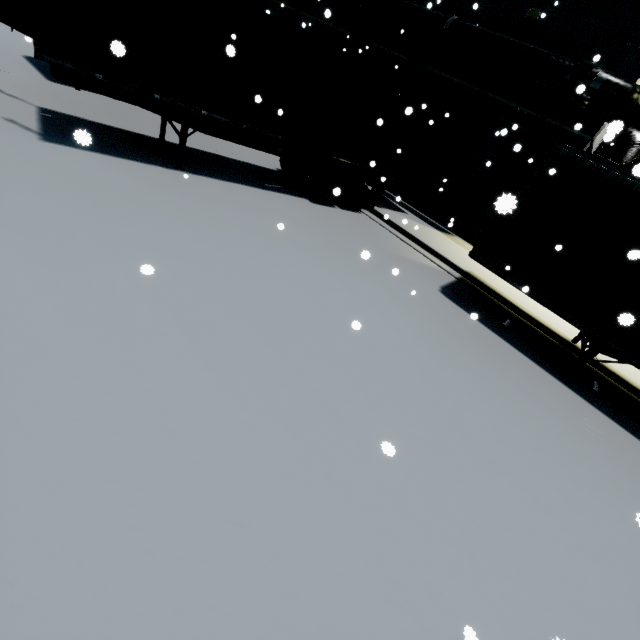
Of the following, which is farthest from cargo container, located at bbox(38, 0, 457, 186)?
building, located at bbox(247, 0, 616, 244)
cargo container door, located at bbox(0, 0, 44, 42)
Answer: building, located at bbox(247, 0, 616, 244)

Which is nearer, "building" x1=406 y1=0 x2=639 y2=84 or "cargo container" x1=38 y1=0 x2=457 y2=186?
"cargo container" x1=38 y1=0 x2=457 y2=186

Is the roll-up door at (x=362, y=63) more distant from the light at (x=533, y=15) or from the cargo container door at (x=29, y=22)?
the light at (x=533, y=15)

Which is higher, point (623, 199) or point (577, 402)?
point (623, 199)

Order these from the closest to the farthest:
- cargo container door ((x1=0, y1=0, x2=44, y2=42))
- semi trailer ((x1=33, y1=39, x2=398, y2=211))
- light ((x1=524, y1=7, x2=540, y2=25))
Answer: cargo container door ((x1=0, y1=0, x2=44, y2=42)) → semi trailer ((x1=33, y1=39, x2=398, y2=211)) → light ((x1=524, y1=7, x2=540, y2=25))

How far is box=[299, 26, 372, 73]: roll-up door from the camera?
15.53m

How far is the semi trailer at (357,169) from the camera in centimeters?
621cm

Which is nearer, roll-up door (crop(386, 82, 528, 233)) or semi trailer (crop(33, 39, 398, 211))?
semi trailer (crop(33, 39, 398, 211))
